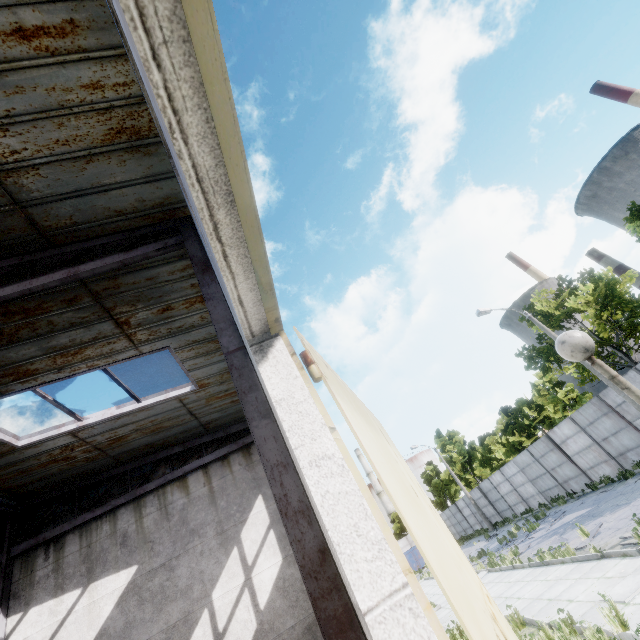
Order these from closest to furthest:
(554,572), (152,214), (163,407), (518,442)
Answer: (152,214) → (163,407) → (554,572) → (518,442)

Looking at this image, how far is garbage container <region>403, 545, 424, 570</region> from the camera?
37.28m

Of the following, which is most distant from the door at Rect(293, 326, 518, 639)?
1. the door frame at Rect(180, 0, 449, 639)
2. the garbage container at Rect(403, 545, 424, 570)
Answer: the garbage container at Rect(403, 545, 424, 570)

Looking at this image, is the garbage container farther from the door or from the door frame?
the door frame

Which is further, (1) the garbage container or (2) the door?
(1) the garbage container

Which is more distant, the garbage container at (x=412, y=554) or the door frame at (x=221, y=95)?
the garbage container at (x=412, y=554)

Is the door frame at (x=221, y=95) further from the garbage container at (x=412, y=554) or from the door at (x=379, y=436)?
the garbage container at (x=412, y=554)
